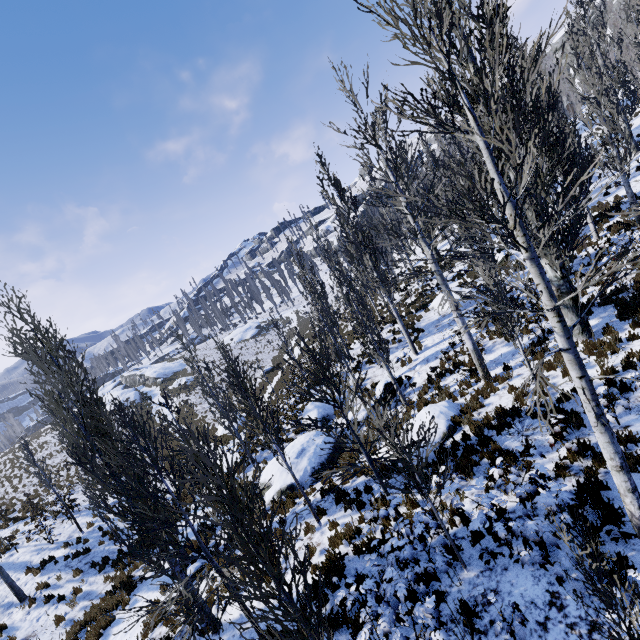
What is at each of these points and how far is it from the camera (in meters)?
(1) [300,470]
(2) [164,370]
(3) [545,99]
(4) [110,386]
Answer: (1) rock, 13.28
(2) rock, 56.38
(3) instancedfoliageactor, 16.03
(4) rock, 56.06

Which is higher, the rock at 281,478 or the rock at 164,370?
the rock at 164,370

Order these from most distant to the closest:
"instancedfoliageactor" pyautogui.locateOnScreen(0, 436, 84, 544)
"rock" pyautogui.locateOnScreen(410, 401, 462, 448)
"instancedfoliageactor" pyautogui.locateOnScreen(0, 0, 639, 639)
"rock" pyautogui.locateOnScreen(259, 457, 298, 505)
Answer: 1. "instancedfoliageactor" pyautogui.locateOnScreen(0, 436, 84, 544)
2. "rock" pyautogui.locateOnScreen(259, 457, 298, 505)
3. "rock" pyautogui.locateOnScreen(410, 401, 462, 448)
4. "instancedfoliageactor" pyautogui.locateOnScreen(0, 0, 639, 639)

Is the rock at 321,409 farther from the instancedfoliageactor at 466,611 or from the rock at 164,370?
the rock at 164,370

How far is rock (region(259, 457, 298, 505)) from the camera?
12.9m

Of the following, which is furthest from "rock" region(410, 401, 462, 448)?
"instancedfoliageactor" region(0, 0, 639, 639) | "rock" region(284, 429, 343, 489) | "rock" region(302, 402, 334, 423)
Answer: "rock" region(302, 402, 334, 423)

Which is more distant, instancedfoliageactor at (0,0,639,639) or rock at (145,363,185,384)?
rock at (145,363,185,384)

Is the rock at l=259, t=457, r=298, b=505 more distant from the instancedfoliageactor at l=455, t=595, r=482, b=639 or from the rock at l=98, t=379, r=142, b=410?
the rock at l=98, t=379, r=142, b=410
